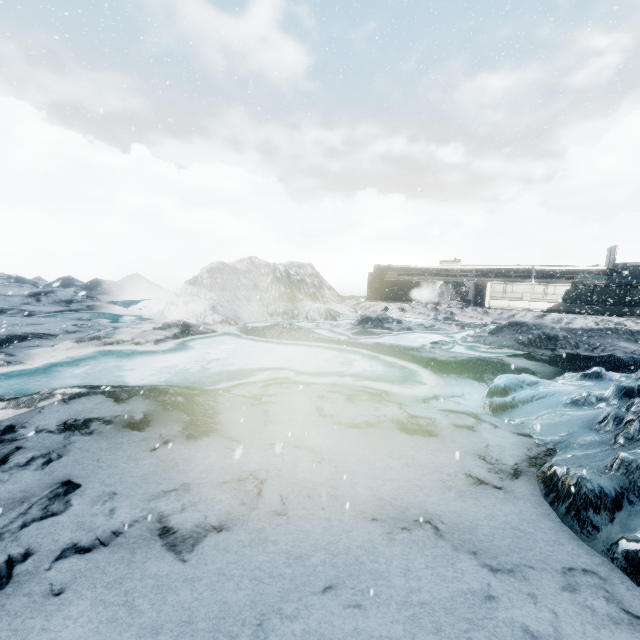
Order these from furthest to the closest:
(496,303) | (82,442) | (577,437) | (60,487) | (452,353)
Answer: (496,303), (452,353), (577,437), (82,442), (60,487)
